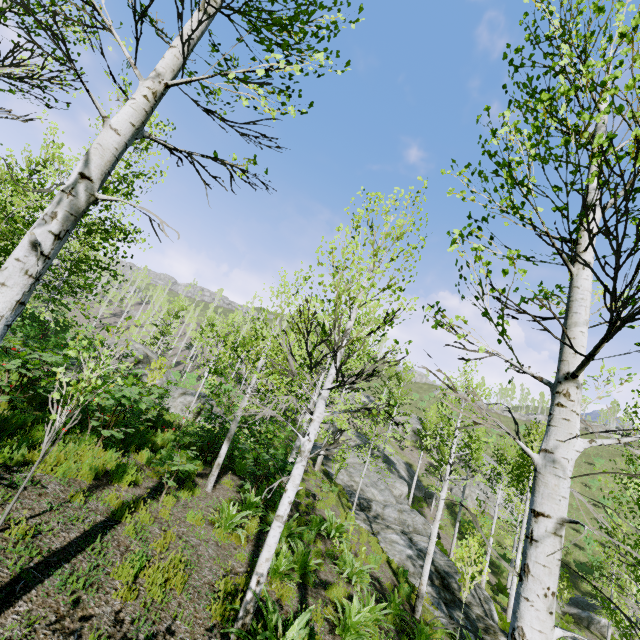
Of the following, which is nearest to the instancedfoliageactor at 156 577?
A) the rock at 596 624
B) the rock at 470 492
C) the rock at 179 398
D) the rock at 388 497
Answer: the rock at 388 497

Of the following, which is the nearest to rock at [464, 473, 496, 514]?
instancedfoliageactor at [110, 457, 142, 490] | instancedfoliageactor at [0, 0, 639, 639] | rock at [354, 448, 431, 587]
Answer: instancedfoliageactor at [0, 0, 639, 639]

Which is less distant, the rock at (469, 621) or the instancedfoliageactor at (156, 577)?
the instancedfoliageactor at (156, 577)

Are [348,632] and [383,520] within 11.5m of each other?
no

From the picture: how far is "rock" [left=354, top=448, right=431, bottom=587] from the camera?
13.58m

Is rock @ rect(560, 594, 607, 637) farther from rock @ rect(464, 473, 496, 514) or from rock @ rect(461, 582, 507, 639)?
rock @ rect(461, 582, 507, 639)

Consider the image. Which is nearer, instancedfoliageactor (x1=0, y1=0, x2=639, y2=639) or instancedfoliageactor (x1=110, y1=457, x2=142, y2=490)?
instancedfoliageactor (x1=0, y1=0, x2=639, y2=639)
